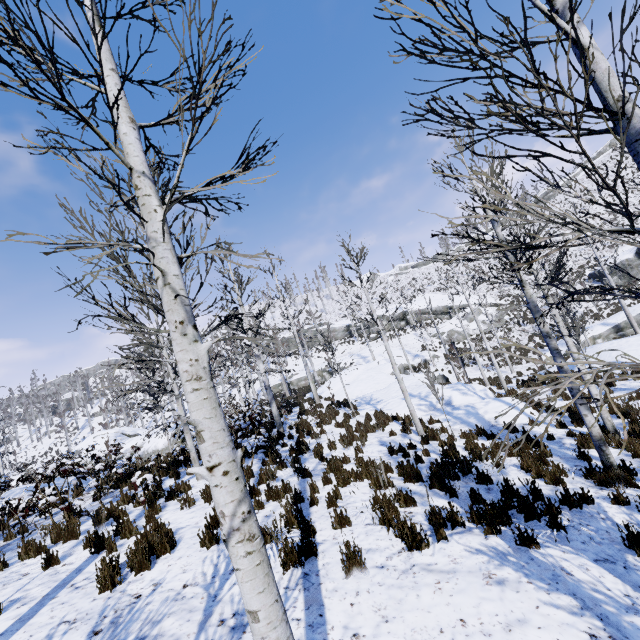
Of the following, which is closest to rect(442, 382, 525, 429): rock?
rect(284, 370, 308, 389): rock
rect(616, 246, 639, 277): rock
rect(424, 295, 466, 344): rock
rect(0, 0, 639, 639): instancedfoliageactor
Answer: rect(0, 0, 639, 639): instancedfoliageactor

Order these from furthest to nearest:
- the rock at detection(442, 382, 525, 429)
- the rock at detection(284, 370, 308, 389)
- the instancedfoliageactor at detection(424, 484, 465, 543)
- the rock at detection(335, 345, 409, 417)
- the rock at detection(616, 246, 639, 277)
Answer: the rock at detection(284, 370, 308, 389) < the rock at detection(616, 246, 639, 277) < the rock at detection(335, 345, 409, 417) < the rock at detection(442, 382, 525, 429) < the instancedfoliageactor at detection(424, 484, 465, 543)

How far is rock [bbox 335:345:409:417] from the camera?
16.7 meters

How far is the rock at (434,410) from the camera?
13.8 meters

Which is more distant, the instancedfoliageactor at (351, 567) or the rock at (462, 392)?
the rock at (462, 392)

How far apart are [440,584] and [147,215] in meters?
5.1 m

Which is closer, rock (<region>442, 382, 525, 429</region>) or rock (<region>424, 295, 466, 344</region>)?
rock (<region>442, 382, 525, 429</region>)
